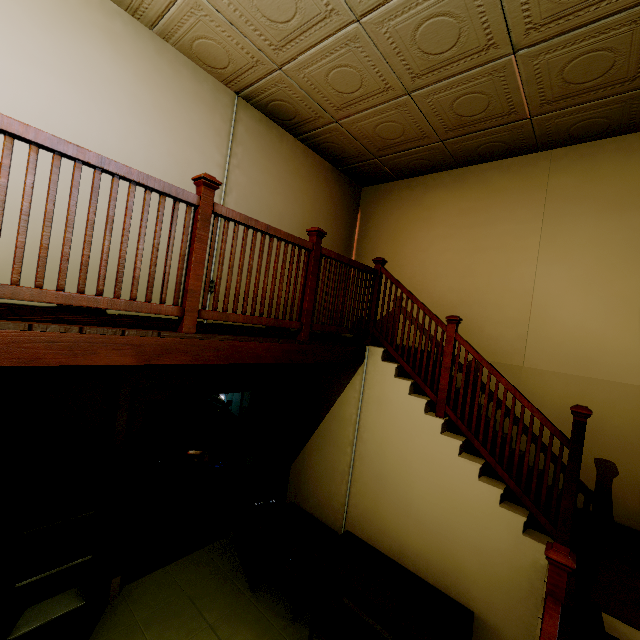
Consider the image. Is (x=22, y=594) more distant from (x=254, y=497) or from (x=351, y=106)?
(x=351, y=106)

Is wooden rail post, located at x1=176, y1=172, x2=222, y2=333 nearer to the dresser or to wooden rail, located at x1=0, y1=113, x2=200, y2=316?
wooden rail, located at x1=0, y1=113, x2=200, y2=316

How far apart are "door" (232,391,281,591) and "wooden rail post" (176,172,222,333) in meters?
1.9

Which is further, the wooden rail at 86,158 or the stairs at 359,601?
the stairs at 359,601

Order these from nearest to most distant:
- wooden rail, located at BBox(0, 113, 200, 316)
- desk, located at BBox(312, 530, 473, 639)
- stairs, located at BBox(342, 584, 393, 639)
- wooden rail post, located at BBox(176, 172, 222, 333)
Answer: wooden rail, located at BBox(0, 113, 200, 316), wooden rail post, located at BBox(176, 172, 222, 333), desk, located at BBox(312, 530, 473, 639), stairs, located at BBox(342, 584, 393, 639)

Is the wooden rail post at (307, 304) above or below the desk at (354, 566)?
above

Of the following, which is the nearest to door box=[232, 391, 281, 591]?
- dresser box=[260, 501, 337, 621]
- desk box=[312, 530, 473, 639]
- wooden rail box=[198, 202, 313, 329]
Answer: dresser box=[260, 501, 337, 621]

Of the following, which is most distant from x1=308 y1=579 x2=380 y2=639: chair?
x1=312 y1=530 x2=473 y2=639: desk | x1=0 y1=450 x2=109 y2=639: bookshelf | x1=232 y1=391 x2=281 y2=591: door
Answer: x1=0 y1=450 x2=109 y2=639: bookshelf
